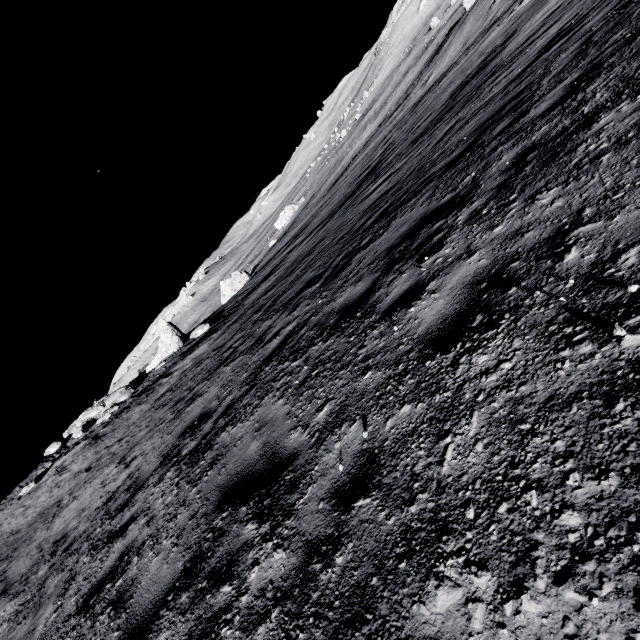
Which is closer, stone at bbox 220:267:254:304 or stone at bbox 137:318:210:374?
stone at bbox 137:318:210:374

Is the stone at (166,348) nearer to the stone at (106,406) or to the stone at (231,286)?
the stone at (106,406)

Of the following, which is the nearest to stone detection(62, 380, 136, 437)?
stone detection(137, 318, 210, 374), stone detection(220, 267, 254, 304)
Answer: stone detection(137, 318, 210, 374)

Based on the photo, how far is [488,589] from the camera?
1.2 meters

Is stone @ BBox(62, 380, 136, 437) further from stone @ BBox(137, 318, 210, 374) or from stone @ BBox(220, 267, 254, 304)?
stone @ BBox(220, 267, 254, 304)

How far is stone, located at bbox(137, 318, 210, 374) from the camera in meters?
20.2 m
